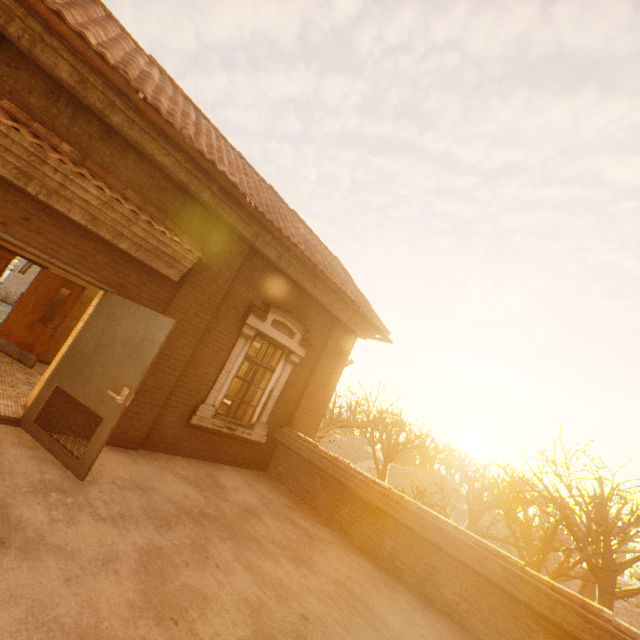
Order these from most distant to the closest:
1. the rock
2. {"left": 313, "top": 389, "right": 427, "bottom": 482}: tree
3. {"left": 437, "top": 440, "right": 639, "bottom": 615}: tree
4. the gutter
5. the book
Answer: the rock → {"left": 313, "top": 389, "right": 427, "bottom": 482}: tree → {"left": 437, "top": 440, "right": 639, "bottom": 615}: tree → the book → the gutter

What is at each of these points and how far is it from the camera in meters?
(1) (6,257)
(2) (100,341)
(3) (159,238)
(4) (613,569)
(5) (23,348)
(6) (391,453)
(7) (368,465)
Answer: (1) book, 10.8
(2) door, 4.5
(3) awning, 4.9
(4) tree, 13.5
(5) door, 7.3
(6) tree, 29.9
(7) rock, 42.7

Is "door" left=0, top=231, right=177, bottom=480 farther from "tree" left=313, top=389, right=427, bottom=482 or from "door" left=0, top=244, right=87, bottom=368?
"tree" left=313, top=389, right=427, bottom=482

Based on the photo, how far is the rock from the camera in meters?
41.3 m

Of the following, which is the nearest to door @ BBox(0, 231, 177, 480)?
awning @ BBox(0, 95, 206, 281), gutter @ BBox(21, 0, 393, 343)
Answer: awning @ BBox(0, 95, 206, 281)

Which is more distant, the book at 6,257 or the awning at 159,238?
the book at 6,257

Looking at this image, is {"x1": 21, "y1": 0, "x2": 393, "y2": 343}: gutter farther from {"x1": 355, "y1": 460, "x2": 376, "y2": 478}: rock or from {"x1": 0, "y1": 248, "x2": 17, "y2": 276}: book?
{"x1": 355, "y1": 460, "x2": 376, "y2": 478}: rock

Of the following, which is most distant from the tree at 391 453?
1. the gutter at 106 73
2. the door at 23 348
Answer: the door at 23 348
